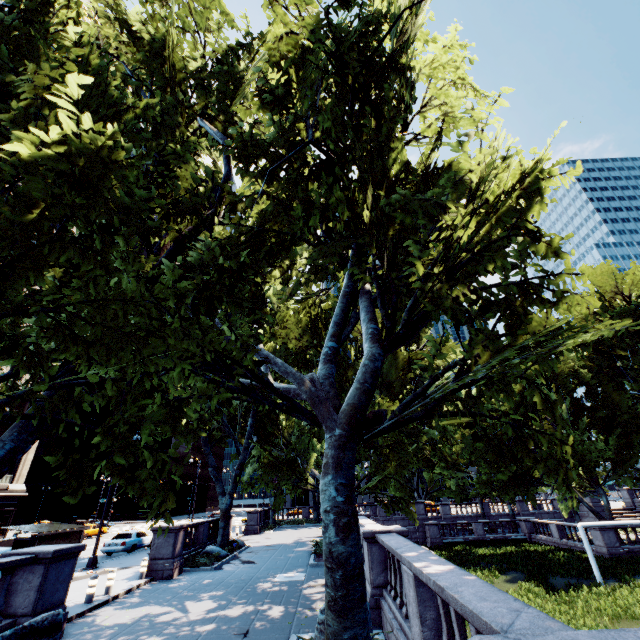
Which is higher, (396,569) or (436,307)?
(436,307)

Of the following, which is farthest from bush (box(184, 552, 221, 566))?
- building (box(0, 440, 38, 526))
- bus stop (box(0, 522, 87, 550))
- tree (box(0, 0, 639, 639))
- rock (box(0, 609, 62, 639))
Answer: building (box(0, 440, 38, 526))

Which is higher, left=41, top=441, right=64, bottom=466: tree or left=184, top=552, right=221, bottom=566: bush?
left=41, top=441, right=64, bottom=466: tree

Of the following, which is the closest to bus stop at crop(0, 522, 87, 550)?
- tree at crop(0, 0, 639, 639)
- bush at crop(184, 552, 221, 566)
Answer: bush at crop(184, 552, 221, 566)

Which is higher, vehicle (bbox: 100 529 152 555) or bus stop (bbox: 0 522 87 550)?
bus stop (bbox: 0 522 87 550)

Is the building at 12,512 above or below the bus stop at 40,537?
above

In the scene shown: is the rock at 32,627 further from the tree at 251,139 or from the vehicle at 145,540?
the vehicle at 145,540

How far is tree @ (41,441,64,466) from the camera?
5.62m
